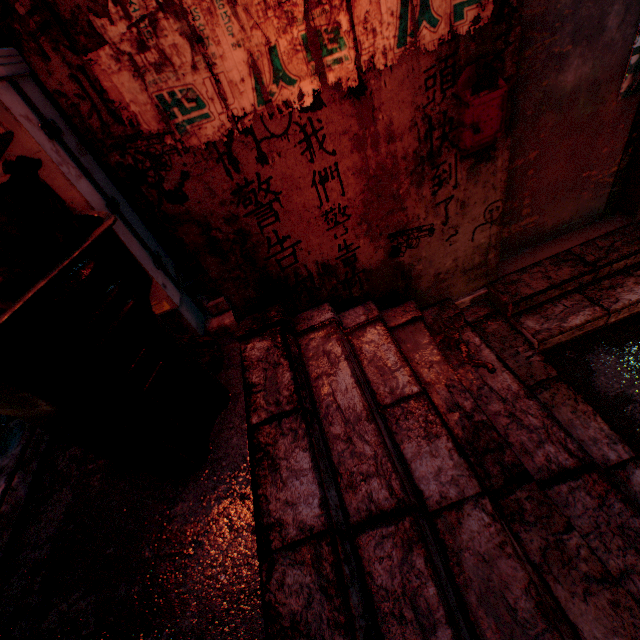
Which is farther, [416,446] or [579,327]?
[579,327]

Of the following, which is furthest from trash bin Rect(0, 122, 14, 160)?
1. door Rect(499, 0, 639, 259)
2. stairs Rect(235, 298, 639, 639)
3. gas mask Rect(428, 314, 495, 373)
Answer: door Rect(499, 0, 639, 259)

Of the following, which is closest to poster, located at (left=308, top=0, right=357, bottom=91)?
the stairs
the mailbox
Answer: the mailbox

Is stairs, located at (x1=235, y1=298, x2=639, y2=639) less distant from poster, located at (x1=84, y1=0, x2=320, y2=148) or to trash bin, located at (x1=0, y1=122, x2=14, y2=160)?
trash bin, located at (x1=0, y1=122, x2=14, y2=160)

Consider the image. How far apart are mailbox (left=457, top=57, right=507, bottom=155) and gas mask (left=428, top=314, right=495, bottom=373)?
0.96m

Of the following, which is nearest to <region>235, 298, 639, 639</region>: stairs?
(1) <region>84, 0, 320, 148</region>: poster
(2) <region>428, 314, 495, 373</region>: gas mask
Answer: (2) <region>428, 314, 495, 373</region>: gas mask

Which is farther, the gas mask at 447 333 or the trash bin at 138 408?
the gas mask at 447 333

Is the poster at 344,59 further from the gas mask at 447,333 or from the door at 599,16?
the gas mask at 447,333
